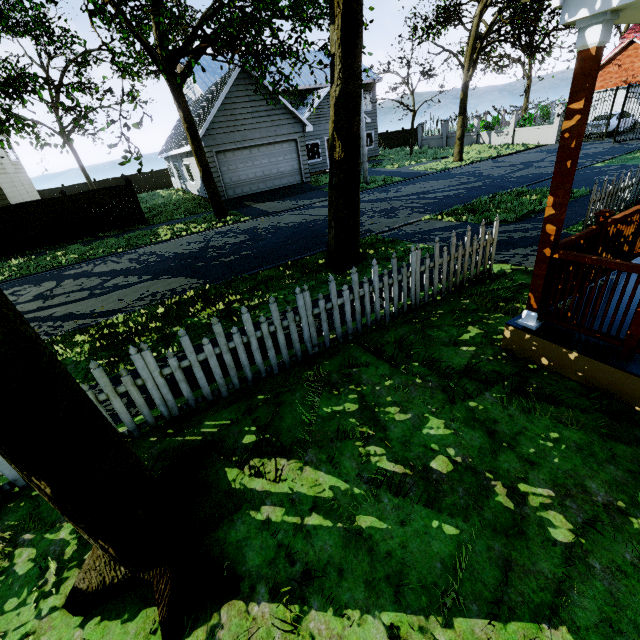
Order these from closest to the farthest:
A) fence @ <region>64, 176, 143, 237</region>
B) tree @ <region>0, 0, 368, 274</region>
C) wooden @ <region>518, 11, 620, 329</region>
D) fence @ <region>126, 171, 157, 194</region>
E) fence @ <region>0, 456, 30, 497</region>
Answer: wooden @ <region>518, 11, 620, 329</region>
fence @ <region>0, 456, 30, 497</region>
tree @ <region>0, 0, 368, 274</region>
fence @ <region>64, 176, 143, 237</region>
fence @ <region>126, 171, 157, 194</region>

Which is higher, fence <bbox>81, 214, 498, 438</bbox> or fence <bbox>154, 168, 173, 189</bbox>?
fence <bbox>154, 168, 173, 189</bbox>

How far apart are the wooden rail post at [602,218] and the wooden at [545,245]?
0.90m

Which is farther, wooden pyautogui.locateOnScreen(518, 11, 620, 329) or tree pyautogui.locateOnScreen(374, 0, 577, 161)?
tree pyautogui.locateOnScreen(374, 0, 577, 161)

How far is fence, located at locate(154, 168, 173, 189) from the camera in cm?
3362

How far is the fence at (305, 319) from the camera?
3.6m

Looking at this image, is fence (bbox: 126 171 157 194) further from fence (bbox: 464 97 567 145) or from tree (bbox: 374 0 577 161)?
fence (bbox: 464 97 567 145)

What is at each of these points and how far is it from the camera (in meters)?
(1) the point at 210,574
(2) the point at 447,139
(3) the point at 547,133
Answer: (1) tree, 2.25
(2) fence, 30.62
(3) fence, 23.58
